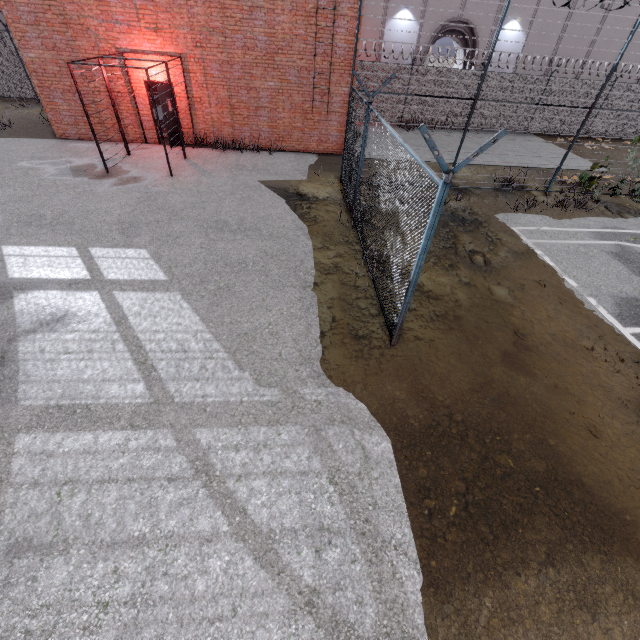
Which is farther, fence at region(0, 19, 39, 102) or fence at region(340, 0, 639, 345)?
fence at region(0, 19, 39, 102)

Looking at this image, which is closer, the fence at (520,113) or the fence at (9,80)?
the fence at (520,113)

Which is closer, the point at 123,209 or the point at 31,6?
the point at 123,209
